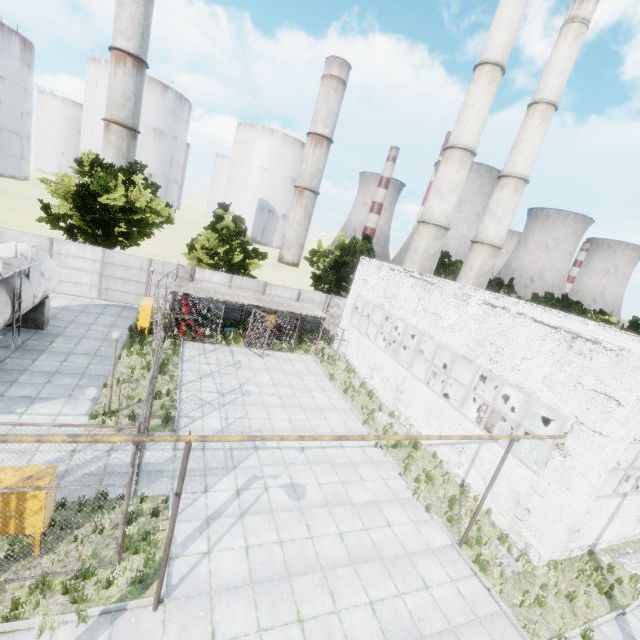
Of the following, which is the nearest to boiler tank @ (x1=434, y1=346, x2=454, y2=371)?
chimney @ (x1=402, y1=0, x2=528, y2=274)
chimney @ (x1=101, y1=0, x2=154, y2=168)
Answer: chimney @ (x1=402, y1=0, x2=528, y2=274)

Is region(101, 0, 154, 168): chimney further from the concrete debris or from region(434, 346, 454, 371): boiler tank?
the concrete debris

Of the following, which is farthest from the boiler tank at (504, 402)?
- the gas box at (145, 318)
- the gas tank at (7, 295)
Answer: the gas tank at (7, 295)

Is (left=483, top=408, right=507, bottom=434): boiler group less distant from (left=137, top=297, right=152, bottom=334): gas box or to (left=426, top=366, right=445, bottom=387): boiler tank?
(left=426, top=366, right=445, bottom=387): boiler tank

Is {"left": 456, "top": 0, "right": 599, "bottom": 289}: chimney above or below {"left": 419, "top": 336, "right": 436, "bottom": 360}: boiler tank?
above

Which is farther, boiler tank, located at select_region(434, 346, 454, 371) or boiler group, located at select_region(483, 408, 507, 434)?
boiler tank, located at select_region(434, 346, 454, 371)

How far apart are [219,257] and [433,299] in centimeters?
1647cm

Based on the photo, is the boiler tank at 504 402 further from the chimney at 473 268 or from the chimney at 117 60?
the chimney at 117 60
